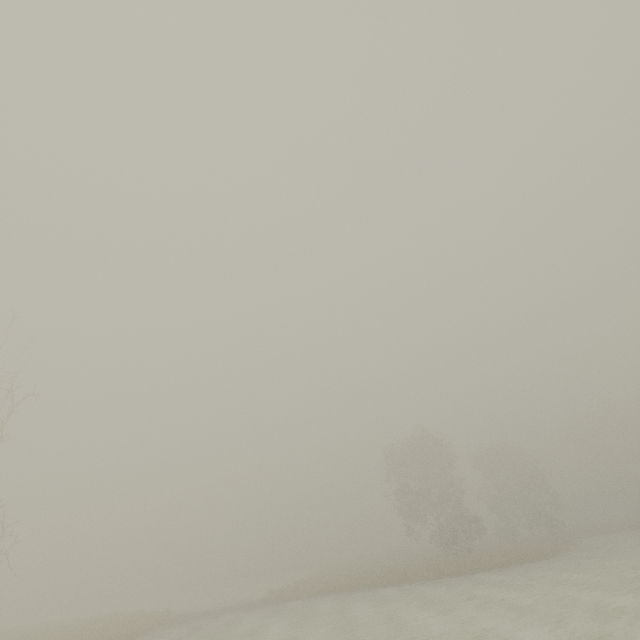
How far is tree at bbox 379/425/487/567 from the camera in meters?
31.2

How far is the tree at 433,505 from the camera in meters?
31.2 m

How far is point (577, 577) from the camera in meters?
17.6 m
